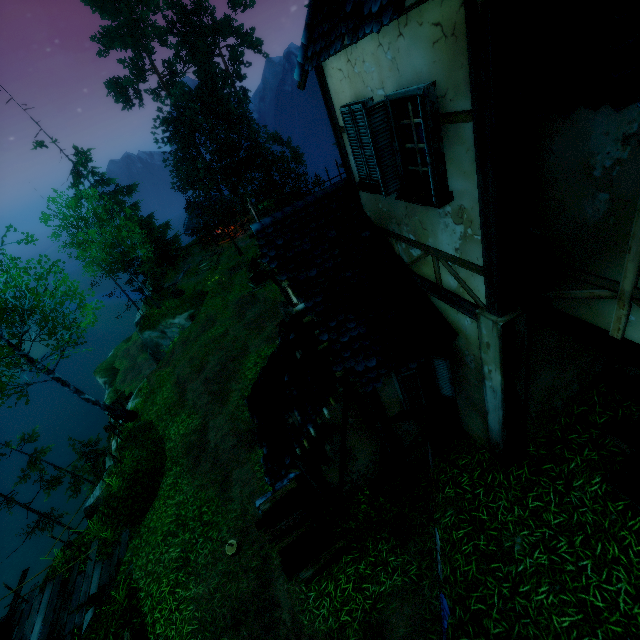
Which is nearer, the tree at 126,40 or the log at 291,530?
the log at 291,530

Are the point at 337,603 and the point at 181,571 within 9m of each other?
yes

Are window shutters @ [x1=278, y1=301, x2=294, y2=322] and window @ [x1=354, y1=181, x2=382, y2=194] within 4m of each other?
no

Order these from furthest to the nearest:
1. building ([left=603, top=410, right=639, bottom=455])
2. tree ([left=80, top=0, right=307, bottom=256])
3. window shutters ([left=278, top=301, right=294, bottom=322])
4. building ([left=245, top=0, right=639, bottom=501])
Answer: tree ([left=80, top=0, right=307, bottom=256])
window shutters ([left=278, top=301, right=294, bottom=322])
building ([left=603, top=410, right=639, bottom=455])
building ([left=245, top=0, right=639, bottom=501])

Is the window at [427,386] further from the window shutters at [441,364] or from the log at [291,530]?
the log at [291,530]

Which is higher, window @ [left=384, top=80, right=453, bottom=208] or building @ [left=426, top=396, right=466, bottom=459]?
window @ [left=384, top=80, right=453, bottom=208]

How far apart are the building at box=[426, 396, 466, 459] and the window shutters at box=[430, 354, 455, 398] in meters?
0.2 m

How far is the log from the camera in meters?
7.5 m
